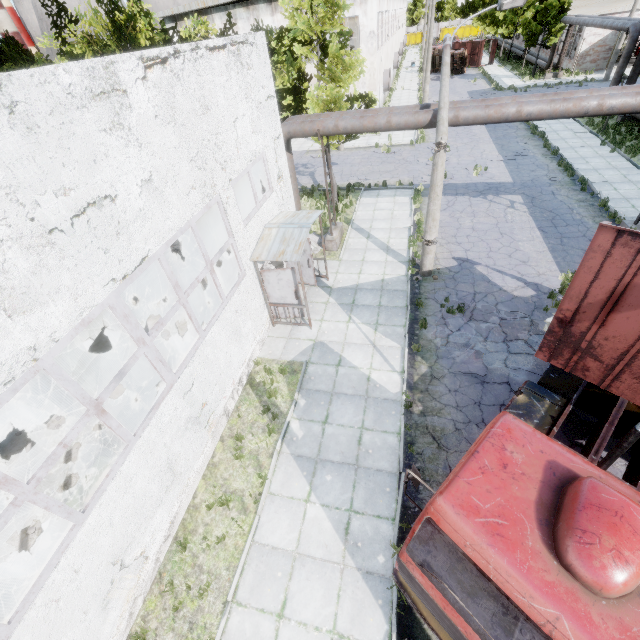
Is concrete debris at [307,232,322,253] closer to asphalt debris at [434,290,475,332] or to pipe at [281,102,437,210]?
pipe at [281,102,437,210]

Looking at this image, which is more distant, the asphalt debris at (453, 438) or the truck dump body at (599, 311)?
the asphalt debris at (453, 438)

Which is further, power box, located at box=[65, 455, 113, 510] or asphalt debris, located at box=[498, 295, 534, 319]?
asphalt debris, located at box=[498, 295, 534, 319]

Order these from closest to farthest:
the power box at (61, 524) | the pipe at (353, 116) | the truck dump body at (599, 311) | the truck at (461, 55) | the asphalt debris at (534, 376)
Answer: the truck dump body at (599, 311), the power box at (61, 524), the asphalt debris at (534, 376), the pipe at (353, 116), the truck at (461, 55)

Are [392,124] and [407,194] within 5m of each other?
no

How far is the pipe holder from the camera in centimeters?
1277cm

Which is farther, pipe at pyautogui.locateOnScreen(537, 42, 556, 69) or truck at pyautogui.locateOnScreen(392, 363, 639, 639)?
pipe at pyautogui.locateOnScreen(537, 42, 556, 69)

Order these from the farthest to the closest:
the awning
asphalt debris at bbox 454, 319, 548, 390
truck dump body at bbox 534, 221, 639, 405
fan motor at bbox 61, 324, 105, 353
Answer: fan motor at bbox 61, 324, 105, 353
the awning
asphalt debris at bbox 454, 319, 548, 390
truck dump body at bbox 534, 221, 639, 405
